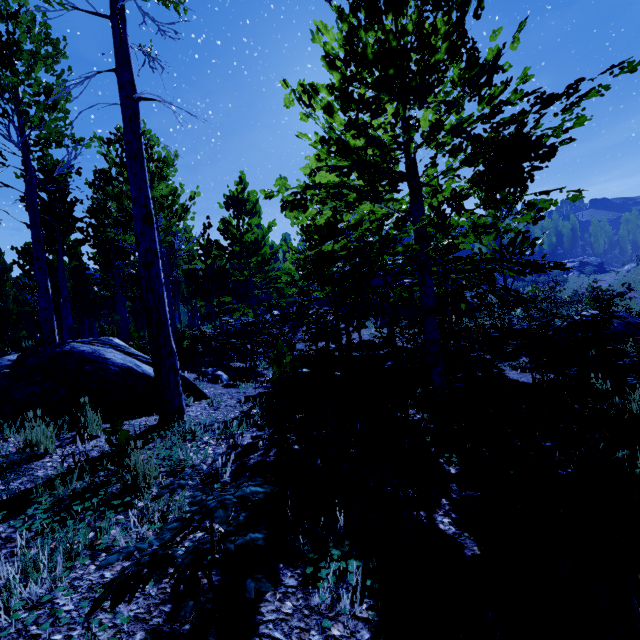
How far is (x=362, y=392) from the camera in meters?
5.6 m

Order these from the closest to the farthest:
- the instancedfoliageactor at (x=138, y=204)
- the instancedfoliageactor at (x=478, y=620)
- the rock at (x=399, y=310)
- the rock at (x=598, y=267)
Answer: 1. the instancedfoliageactor at (x=478, y=620)
2. the instancedfoliageactor at (x=138, y=204)
3. the rock at (x=399, y=310)
4. the rock at (x=598, y=267)

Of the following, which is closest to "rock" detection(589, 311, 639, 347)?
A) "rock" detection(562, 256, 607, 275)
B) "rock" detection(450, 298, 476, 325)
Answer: "rock" detection(450, 298, 476, 325)

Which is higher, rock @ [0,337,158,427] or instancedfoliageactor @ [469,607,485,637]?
rock @ [0,337,158,427]

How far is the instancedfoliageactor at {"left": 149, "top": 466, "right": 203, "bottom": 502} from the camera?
1.21m

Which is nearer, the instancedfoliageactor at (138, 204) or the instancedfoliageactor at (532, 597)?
the instancedfoliageactor at (532, 597)

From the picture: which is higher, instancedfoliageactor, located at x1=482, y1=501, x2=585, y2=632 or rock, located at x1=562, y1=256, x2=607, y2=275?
rock, located at x1=562, y1=256, x2=607, y2=275

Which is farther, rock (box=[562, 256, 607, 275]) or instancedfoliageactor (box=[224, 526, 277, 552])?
rock (box=[562, 256, 607, 275])
